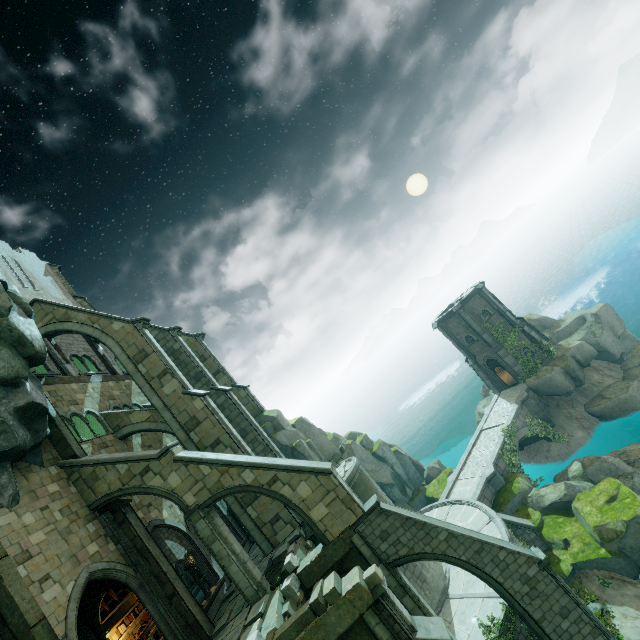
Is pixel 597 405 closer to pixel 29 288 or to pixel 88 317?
pixel 88 317

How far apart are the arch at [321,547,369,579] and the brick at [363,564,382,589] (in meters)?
3.63

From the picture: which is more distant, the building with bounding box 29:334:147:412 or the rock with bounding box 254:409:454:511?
the rock with bounding box 254:409:454:511

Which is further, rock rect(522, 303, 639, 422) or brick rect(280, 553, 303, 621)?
rock rect(522, 303, 639, 422)

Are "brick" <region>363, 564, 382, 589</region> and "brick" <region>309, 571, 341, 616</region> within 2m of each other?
yes

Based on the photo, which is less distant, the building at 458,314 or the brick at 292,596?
the brick at 292,596

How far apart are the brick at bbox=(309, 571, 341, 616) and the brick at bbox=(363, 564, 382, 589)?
0.8m

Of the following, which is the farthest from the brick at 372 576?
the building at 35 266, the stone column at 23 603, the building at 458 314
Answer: the building at 458 314
